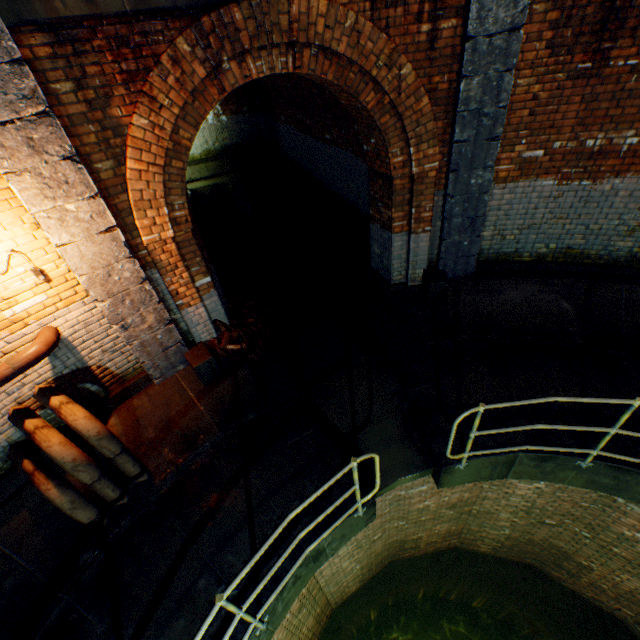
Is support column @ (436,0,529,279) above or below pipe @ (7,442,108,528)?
above

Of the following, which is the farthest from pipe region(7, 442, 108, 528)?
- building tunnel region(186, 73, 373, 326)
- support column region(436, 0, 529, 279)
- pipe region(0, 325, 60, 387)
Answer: support column region(436, 0, 529, 279)

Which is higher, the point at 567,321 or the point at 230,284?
the point at 230,284

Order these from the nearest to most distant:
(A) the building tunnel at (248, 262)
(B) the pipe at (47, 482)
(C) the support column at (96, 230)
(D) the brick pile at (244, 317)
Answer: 1. (C) the support column at (96, 230)
2. (B) the pipe at (47, 482)
3. (D) the brick pile at (244, 317)
4. (A) the building tunnel at (248, 262)

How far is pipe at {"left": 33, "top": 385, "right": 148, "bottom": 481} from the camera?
3.6 meters

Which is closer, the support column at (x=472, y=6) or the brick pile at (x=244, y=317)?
the support column at (x=472, y=6)

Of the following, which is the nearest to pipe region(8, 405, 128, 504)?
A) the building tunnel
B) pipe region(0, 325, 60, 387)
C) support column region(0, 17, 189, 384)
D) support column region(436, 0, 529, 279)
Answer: pipe region(0, 325, 60, 387)

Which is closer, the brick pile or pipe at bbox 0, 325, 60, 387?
pipe at bbox 0, 325, 60, 387
